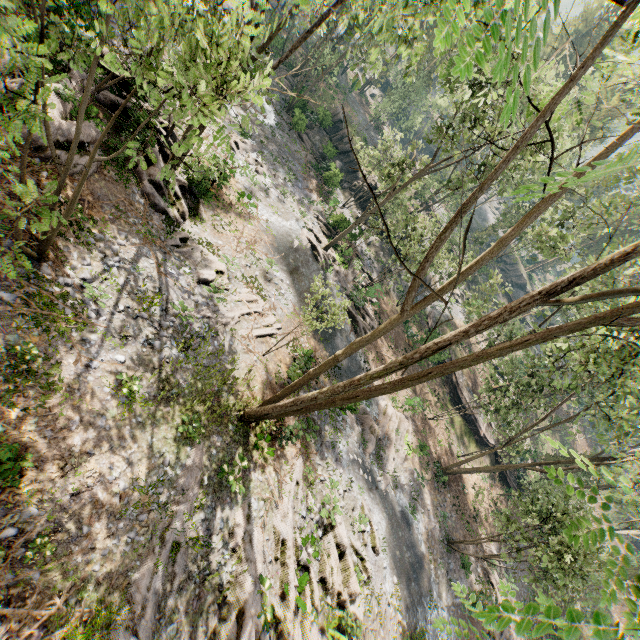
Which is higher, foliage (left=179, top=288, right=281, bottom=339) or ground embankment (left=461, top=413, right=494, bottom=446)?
ground embankment (left=461, top=413, right=494, bottom=446)

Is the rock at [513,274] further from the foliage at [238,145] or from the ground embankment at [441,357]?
the ground embankment at [441,357]

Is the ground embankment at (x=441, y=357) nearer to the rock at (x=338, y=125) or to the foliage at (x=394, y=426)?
the foliage at (x=394, y=426)

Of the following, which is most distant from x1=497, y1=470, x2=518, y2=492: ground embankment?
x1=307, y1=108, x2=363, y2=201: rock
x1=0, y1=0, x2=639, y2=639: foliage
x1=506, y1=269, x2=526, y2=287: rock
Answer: x1=506, y1=269, x2=526, y2=287: rock

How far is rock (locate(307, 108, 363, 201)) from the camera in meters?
36.5 m

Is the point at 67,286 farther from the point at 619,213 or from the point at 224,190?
the point at 619,213

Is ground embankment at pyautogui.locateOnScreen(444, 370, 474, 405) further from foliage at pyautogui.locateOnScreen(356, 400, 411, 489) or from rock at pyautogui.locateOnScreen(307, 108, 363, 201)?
rock at pyautogui.locateOnScreen(307, 108, 363, 201)
